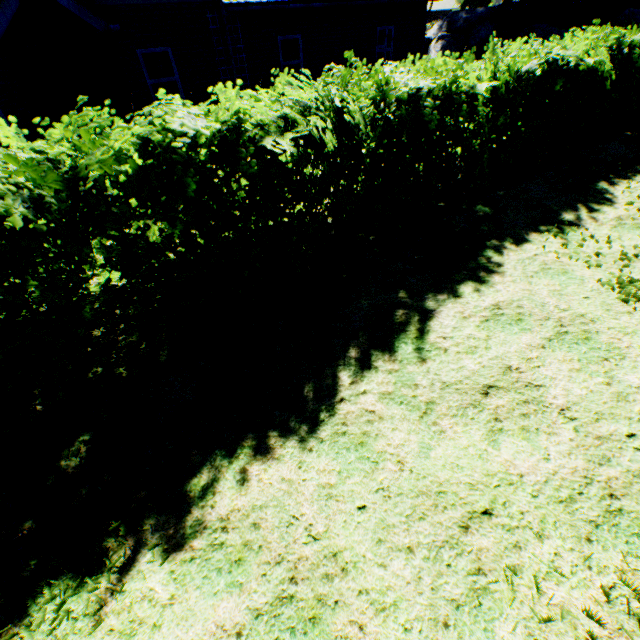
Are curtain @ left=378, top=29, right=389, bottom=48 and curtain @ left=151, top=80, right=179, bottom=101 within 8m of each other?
no

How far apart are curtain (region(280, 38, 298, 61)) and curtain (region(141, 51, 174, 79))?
3.96m

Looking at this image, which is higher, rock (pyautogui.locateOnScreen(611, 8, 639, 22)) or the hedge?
rock (pyautogui.locateOnScreen(611, 8, 639, 22))

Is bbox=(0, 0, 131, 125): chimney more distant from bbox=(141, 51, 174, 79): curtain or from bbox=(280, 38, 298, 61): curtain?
bbox=(280, 38, 298, 61): curtain

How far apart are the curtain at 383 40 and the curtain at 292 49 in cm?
396

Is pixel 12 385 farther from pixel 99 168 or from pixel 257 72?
pixel 257 72

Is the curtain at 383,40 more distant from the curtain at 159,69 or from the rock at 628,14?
the rock at 628,14

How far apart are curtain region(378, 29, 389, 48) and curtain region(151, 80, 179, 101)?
8.92m
